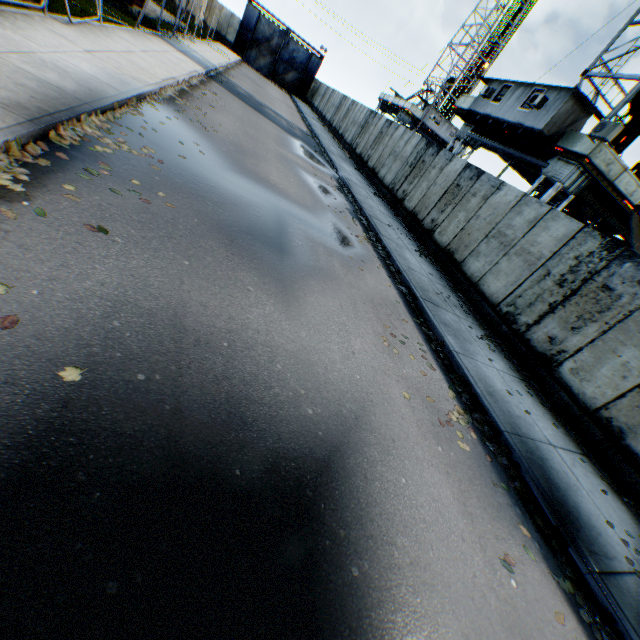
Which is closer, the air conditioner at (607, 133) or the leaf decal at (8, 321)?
the leaf decal at (8, 321)

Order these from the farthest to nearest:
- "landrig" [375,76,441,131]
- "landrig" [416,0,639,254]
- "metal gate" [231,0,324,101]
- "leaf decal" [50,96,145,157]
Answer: "metal gate" [231,0,324,101] → "landrig" [375,76,441,131] → "landrig" [416,0,639,254] → "leaf decal" [50,96,145,157]

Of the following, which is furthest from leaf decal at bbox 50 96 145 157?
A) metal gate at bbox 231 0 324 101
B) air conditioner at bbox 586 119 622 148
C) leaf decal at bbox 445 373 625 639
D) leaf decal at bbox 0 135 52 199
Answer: metal gate at bbox 231 0 324 101

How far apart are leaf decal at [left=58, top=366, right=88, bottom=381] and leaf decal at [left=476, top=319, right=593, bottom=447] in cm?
809

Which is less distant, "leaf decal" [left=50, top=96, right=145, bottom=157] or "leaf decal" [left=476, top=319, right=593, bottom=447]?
"leaf decal" [left=50, top=96, right=145, bottom=157]

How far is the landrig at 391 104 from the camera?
38.6 meters

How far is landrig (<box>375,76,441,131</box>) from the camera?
38.6m

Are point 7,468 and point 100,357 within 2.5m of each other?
yes
